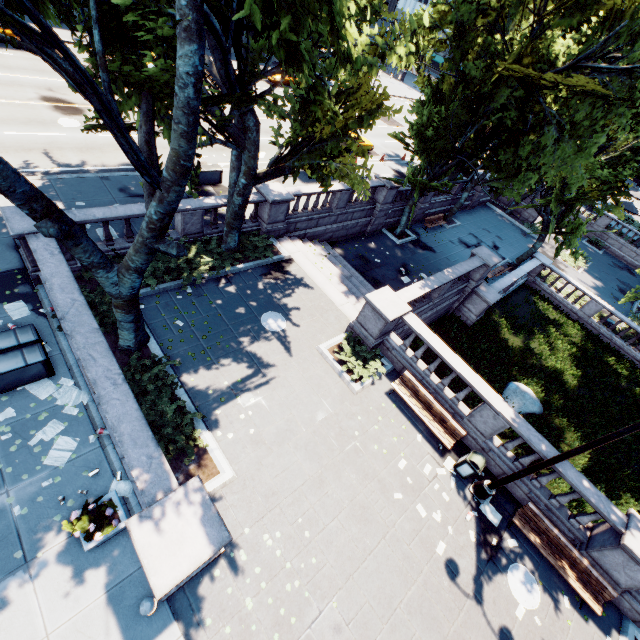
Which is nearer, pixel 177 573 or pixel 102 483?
pixel 177 573

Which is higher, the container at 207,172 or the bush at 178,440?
the container at 207,172

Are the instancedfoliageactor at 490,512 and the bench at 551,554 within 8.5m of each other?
yes

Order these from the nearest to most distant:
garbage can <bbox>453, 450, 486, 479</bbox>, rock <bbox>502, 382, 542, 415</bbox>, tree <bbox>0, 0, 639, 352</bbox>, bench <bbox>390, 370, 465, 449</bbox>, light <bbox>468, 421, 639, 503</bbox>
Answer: tree <bbox>0, 0, 639, 352</bbox>, light <bbox>468, 421, 639, 503</bbox>, garbage can <bbox>453, 450, 486, 479</bbox>, bench <bbox>390, 370, 465, 449</bbox>, rock <bbox>502, 382, 542, 415</bbox>

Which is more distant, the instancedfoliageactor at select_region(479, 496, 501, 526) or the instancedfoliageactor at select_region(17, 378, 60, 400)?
the instancedfoliageactor at select_region(479, 496, 501, 526)

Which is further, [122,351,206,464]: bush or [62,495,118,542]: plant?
[122,351,206,464]: bush

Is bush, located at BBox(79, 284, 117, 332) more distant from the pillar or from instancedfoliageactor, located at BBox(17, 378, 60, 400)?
the pillar

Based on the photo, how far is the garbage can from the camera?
10.6 meters
